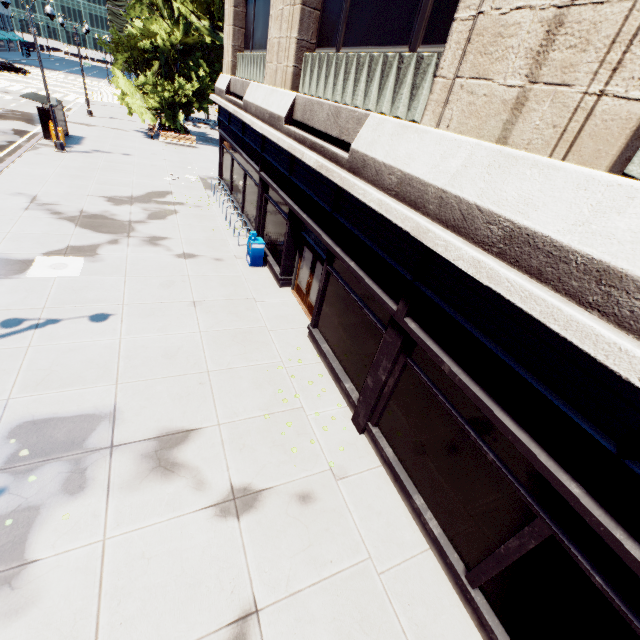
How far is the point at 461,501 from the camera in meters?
5.3 m

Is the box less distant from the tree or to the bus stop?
the bus stop

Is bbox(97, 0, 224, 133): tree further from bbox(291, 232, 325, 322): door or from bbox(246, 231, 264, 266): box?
bbox(291, 232, 325, 322): door

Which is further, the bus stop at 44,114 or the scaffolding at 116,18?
the scaffolding at 116,18

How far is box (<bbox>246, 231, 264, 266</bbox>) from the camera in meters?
12.7 m

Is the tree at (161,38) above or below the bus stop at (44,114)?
above

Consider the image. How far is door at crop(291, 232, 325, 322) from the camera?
10.3 meters

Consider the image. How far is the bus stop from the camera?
20.7 meters
